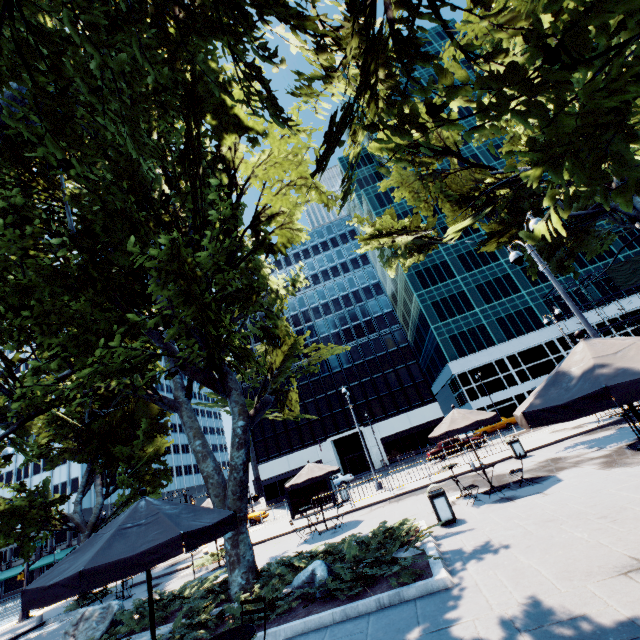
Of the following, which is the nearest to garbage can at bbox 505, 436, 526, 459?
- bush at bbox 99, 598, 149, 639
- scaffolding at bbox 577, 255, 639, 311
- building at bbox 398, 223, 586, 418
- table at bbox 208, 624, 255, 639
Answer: bush at bbox 99, 598, 149, 639

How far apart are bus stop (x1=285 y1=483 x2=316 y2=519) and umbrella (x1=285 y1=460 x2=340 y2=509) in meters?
5.7 m

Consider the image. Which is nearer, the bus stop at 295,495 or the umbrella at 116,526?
the umbrella at 116,526

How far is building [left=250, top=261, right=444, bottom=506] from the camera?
48.88m

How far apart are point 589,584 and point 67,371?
15.7 meters

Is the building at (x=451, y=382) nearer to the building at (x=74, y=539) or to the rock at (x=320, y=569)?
the rock at (x=320, y=569)

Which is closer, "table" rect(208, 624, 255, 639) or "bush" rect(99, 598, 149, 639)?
"table" rect(208, 624, 255, 639)

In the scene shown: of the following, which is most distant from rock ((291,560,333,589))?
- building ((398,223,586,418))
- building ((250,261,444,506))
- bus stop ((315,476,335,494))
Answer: building ((398,223,586,418))
